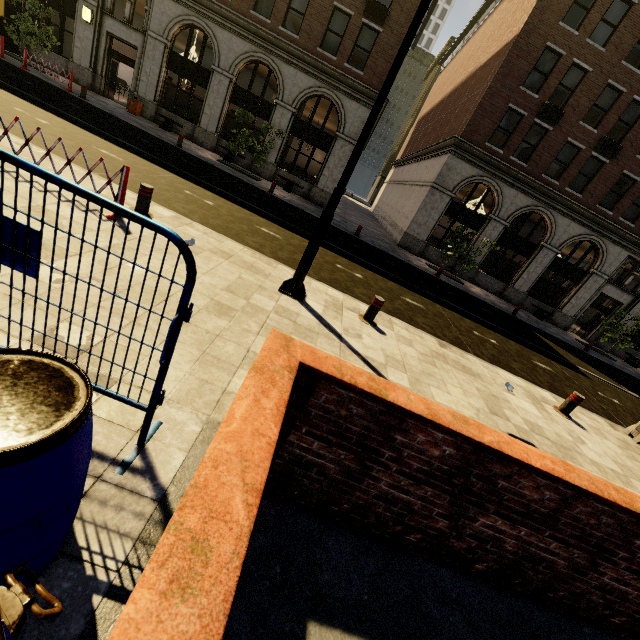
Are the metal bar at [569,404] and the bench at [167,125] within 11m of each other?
no

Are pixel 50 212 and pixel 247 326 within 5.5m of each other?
yes

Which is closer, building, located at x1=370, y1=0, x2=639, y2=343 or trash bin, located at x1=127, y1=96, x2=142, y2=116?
building, located at x1=370, y1=0, x2=639, y2=343

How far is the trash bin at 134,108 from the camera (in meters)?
18.78

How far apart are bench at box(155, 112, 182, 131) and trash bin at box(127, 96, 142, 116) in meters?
0.8 m

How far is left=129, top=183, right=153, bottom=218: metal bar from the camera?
6.0 meters

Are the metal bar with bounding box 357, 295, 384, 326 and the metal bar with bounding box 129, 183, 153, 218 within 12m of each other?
yes

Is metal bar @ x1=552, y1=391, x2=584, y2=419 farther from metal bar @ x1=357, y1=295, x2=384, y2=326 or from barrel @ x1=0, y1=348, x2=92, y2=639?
barrel @ x1=0, y1=348, x2=92, y2=639
